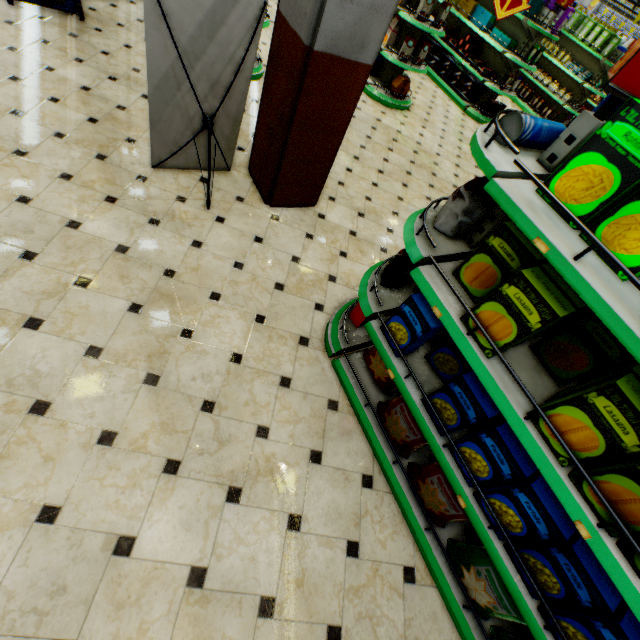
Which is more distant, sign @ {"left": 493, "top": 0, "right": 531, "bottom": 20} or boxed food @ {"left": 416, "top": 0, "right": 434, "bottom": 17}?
boxed food @ {"left": 416, "top": 0, "right": 434, "bottom": 17}

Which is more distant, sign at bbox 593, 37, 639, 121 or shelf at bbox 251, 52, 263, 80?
shelf at bbox 251, 52, 263, 80

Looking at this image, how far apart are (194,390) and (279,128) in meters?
2.5 m

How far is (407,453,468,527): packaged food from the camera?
2.1 meters

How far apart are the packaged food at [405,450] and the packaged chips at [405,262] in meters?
0.3

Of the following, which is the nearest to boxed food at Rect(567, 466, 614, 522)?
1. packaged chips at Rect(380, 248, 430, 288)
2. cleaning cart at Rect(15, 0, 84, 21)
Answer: packaged chips at Rect(380, 248, 430, 288)

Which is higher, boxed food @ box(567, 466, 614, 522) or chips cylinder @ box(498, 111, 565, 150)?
chips cylinder @ box(498, 111, 565, 150)

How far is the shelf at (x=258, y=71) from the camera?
5.2m
